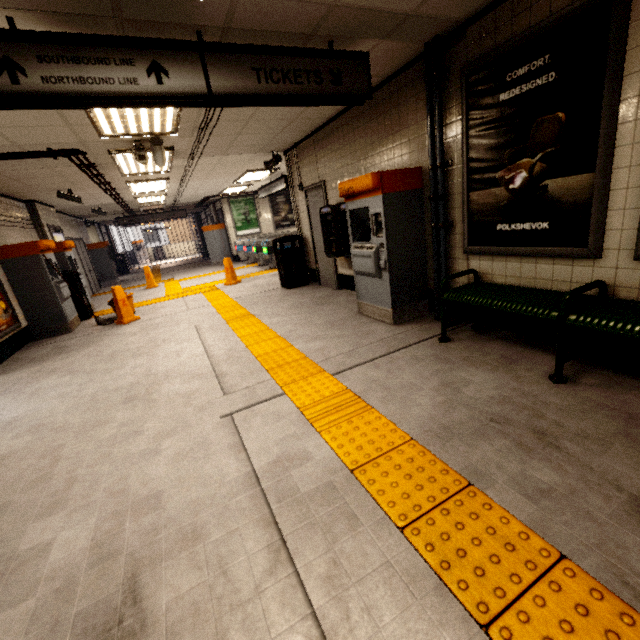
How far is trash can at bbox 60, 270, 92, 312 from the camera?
7.39m

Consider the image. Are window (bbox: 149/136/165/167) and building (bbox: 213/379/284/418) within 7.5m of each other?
yes

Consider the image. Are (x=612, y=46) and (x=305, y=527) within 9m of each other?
yes

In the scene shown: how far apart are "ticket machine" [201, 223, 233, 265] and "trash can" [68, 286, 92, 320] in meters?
7.5

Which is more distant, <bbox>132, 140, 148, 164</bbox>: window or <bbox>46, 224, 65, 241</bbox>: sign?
<bbox>46, 224, 65, 241</bbox>: sign

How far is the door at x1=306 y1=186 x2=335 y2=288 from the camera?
6.4m

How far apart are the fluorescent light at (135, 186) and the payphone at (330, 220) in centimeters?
471cm

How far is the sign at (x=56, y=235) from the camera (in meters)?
8.60
